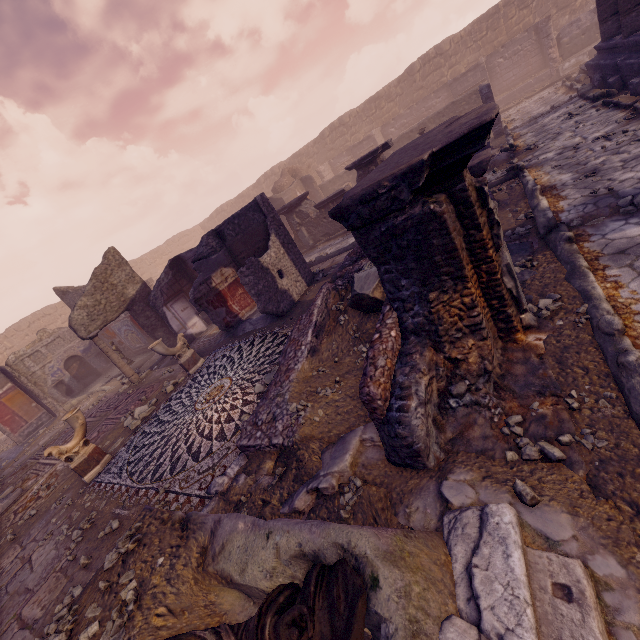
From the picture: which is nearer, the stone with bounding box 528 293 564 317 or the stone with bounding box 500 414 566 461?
the stone with bounding box 500 414 566 461

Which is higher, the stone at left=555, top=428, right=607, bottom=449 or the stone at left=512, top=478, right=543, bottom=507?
the stone at left=512, top=478, right=543, bottom=507

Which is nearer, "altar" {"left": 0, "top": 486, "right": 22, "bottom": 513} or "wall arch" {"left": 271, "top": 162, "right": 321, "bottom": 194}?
"altar" {"left": 0, "top": 486, "right": 22, "bottom": 513}

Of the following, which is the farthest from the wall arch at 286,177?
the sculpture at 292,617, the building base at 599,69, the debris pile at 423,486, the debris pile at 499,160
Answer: the sculpture at 292,617

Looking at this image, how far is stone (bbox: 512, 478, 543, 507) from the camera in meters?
2.0 m

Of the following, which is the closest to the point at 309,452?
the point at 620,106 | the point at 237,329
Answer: the point at 237,329

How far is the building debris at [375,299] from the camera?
4.28m

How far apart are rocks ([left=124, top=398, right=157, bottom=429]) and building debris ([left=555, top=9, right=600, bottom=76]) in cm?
2384
